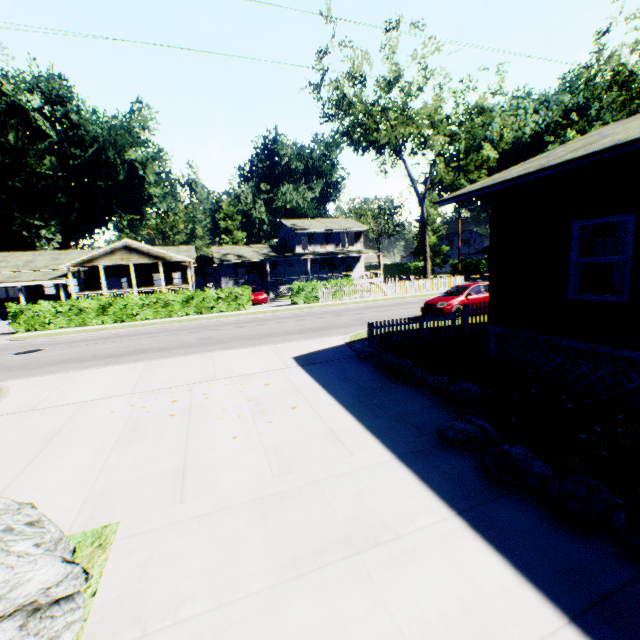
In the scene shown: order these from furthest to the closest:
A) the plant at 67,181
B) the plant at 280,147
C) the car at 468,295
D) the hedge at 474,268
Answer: the plant at 280,147
the hedge at 474,268
the plant at 67,181
the car at 468,295

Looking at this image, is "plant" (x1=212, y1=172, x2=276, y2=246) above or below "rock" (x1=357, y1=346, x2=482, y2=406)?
above

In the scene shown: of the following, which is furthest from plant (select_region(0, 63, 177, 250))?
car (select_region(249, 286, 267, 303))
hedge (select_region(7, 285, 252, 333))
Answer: hedge (select_region(7, 285, 252, 333))

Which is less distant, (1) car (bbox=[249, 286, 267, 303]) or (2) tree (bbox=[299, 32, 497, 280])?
(2) tree (bbox=[299, 32, 497, 280])

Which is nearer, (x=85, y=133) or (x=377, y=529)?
(x=377, y=529)

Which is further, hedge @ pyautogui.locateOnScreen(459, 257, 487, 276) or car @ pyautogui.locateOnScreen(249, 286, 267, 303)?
hedge @ pyautogui.locateOnScreen(459, 257, 487, 276)

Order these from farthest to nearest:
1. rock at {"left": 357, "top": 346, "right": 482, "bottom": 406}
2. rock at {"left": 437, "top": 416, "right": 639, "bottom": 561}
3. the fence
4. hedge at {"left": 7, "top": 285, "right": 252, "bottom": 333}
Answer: the fence < hedge at {"left": 7, "top": 285, "right": 252, "bottom": 333} < rock at {"left": 357, "top": 346, "right": 482, "bottom": 406} < rock at {"left": 437, "top": 416, "right": 639, "bottom": 561}

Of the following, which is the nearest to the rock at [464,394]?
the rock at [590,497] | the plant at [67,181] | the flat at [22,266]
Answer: the rock at [590,497]
